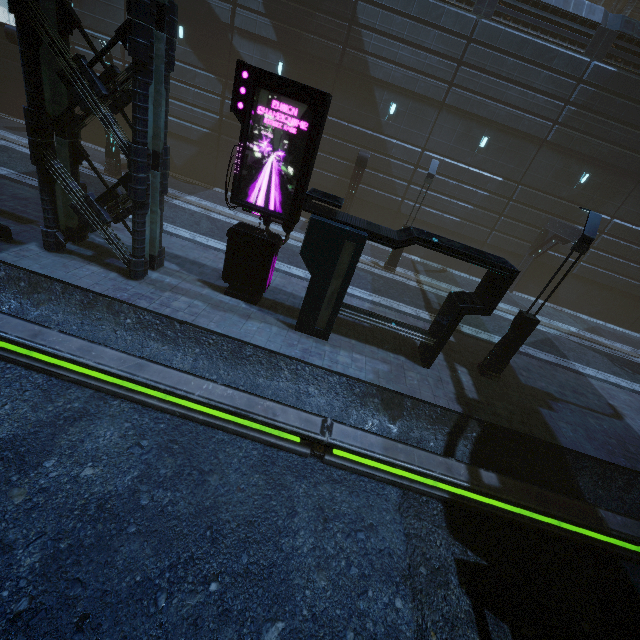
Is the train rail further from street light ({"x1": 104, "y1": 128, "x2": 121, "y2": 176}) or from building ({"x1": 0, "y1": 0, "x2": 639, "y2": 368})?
street light ({"x1": 104, "y1": 128, "x2": 121, "y2": 176})

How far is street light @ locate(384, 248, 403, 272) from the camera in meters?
16.8 m

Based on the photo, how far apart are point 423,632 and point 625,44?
25.2m

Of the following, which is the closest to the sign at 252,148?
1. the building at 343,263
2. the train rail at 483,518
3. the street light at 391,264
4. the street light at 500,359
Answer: the building at 343,263

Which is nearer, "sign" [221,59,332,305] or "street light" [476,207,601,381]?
"sign" [221,59,332,305]

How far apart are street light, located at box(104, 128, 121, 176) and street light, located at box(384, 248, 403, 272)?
14.88m

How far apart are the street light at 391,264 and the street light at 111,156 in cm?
1488

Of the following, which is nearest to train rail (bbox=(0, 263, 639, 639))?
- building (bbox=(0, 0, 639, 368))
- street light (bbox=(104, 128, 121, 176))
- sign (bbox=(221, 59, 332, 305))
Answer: building (bbox=(0, 0, 639, 368))
